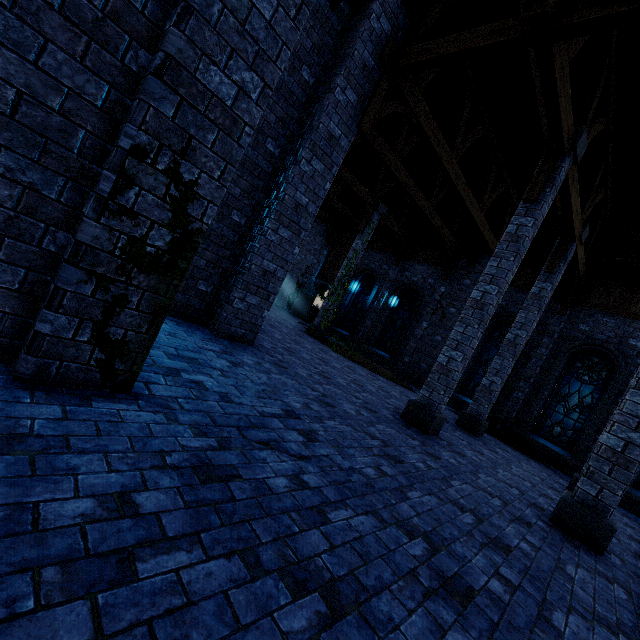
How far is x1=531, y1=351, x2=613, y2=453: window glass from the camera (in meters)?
11.50

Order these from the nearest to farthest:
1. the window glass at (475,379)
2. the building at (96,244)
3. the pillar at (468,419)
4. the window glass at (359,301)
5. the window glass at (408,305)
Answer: the building at (96,244), the pillar at (468,419), the window glass at (475,379), the window glass at (408,305), the window glass at (359,301)

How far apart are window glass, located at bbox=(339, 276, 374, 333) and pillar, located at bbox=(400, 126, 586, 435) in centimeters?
1123cm

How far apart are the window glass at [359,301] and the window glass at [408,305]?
1.49m

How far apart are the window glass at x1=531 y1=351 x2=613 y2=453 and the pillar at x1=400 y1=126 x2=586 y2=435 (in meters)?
7.19

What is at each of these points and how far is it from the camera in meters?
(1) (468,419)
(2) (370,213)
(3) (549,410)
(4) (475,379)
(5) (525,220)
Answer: (1) pillar, 10.1
(2) pillar, 15.0
(3) window glass, 12.2
(4) window glass, 14.2
(5) pillar, 6.9

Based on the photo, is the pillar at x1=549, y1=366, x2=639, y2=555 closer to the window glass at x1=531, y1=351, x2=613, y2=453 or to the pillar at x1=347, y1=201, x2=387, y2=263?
the window glass at x1=531, y1=351, x2=613, y2=453

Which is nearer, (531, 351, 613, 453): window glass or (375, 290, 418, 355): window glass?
(531, 351, 613, 453): window glass
